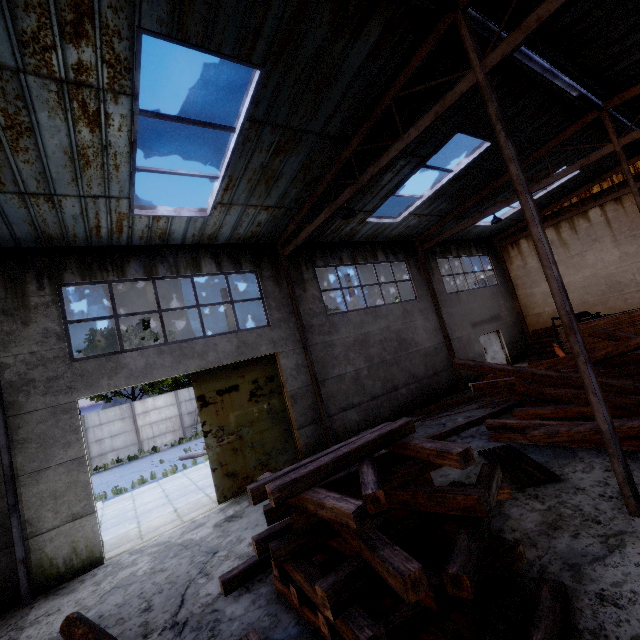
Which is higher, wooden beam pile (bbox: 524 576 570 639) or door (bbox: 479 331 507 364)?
door (bbox: 479 331 507 364)

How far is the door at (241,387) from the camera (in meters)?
9.48

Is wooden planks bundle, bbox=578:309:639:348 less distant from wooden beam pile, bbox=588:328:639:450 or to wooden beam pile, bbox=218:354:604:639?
wooden beam pile, bbox=588:328:639:450

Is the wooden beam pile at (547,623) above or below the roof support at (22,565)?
below

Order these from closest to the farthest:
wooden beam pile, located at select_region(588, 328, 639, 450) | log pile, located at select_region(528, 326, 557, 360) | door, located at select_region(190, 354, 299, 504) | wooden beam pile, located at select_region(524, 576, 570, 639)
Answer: wooden beam pile, located at select_region(524, 576, 570, 639)
wooden beam pile, located at select_region(588, 328, 639, 450)
door, located at select_region(190, 354, 299, 504)
log pile, located at select_region(528, 326, 557, 360)

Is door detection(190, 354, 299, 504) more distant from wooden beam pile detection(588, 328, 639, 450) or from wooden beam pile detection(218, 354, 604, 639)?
wooden beam pile detection(218, 354, 604, 639)

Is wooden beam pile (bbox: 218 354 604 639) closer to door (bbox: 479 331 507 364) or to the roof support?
the roof support

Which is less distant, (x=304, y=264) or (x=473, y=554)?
(x=473, y=554)
